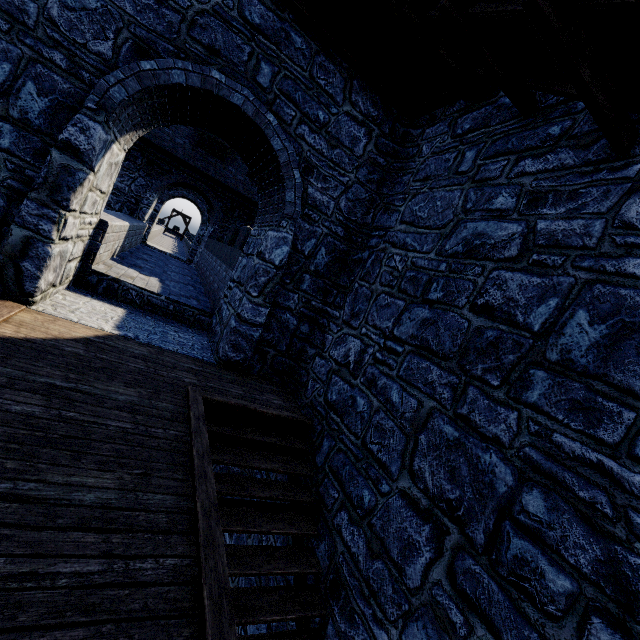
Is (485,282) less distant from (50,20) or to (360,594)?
(360,594)
